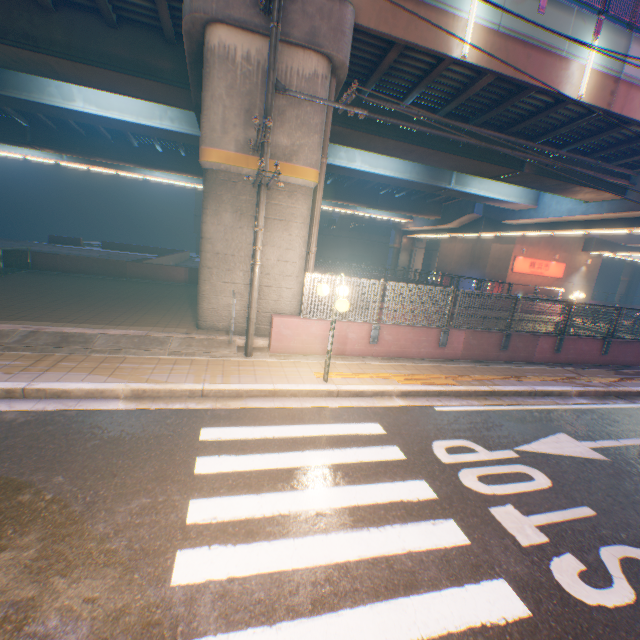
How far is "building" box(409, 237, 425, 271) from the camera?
56.4m

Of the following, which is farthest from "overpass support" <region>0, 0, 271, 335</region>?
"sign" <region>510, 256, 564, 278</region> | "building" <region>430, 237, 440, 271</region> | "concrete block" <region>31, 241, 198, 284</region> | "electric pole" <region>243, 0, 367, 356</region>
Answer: "building" <region>430, 237, 440, 271</region>

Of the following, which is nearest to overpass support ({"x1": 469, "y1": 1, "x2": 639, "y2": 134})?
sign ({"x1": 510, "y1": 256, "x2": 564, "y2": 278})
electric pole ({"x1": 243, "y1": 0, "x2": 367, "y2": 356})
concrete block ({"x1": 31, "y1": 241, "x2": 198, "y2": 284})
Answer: concrete block ({"x1": 31, "y1": 241, "x2": 198, "y2": 284})

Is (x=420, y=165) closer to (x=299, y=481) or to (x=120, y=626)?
(x=299, y=481)

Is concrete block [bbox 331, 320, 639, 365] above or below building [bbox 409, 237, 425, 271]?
below

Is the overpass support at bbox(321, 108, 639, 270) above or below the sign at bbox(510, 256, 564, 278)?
above

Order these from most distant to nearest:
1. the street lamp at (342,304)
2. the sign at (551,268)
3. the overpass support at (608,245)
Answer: the sign at (551,268) < the overpass support at (608,245) < the street lamp at (342,304)

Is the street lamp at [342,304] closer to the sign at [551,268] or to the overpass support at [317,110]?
the overpass support at [317,110]
